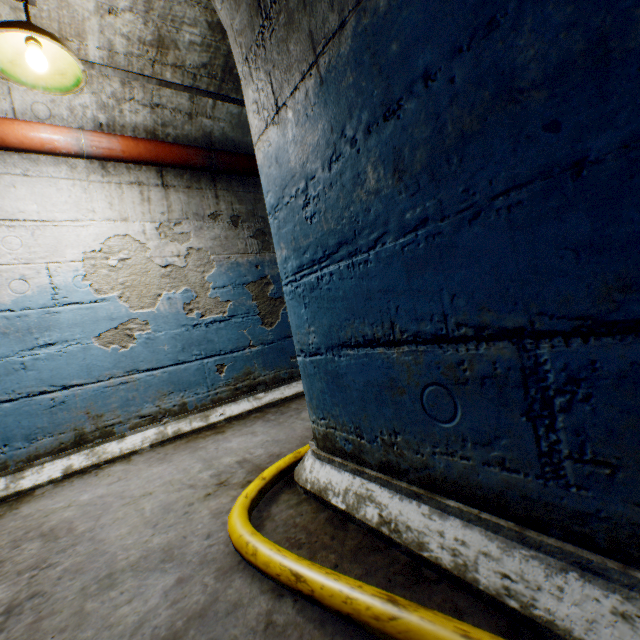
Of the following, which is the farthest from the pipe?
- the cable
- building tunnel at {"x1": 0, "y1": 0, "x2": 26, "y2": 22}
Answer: the cable

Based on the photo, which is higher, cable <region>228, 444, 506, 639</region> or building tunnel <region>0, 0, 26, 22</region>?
building tunnel <region>0, 0, 26, 22</region>

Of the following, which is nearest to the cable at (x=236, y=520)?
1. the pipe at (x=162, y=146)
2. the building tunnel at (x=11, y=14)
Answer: the building tunnel at (x=11, y=14)

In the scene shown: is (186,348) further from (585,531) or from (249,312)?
(585,531)

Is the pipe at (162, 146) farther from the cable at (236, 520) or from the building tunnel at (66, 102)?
the cable at (236, 520)

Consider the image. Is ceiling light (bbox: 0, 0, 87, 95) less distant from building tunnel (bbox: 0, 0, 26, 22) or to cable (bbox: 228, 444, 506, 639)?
building tunnel (bbox: 0, 0, 26, 22)

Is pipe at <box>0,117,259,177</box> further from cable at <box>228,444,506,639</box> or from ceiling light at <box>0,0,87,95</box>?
cable at <box>228,444,506,639</box>

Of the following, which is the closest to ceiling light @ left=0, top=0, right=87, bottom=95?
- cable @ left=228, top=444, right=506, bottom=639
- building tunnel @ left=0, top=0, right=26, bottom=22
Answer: building tunnel @ left=0, top=0, right=26, bottom=22
